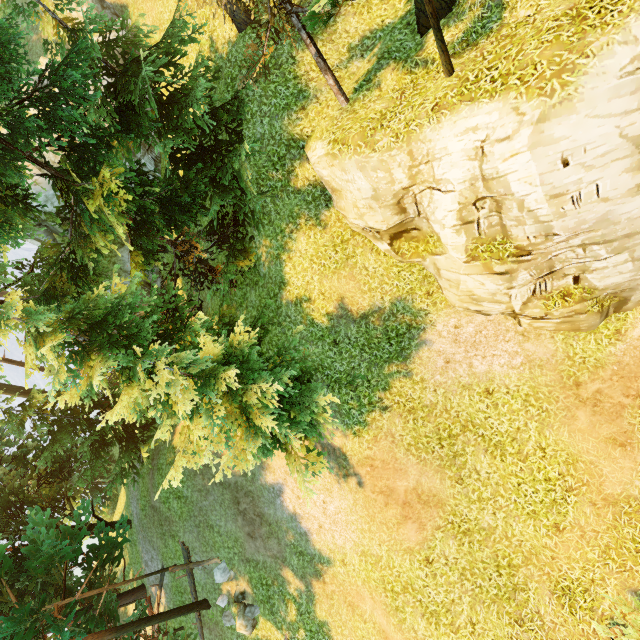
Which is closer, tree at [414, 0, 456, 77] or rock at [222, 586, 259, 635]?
tree at [414, 0, 456, 77]

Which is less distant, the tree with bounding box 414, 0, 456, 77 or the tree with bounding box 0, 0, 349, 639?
the tree with bounding box 414, 0, 456, 77

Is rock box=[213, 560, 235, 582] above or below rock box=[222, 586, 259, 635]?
above

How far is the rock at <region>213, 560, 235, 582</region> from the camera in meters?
15.8

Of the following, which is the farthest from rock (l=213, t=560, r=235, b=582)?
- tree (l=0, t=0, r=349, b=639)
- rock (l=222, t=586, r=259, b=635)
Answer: tree (l=0, t=0, r=349, b=639)

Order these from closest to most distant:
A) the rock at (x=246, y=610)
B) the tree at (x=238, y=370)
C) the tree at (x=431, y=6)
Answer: the tree at (x=431, y=6)
the tree at (x=238, y=370)
the rock at (x=246, y=610)

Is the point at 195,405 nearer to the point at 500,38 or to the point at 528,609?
the point at 528,609

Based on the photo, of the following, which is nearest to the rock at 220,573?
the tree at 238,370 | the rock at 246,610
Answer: the rock at 246,610
